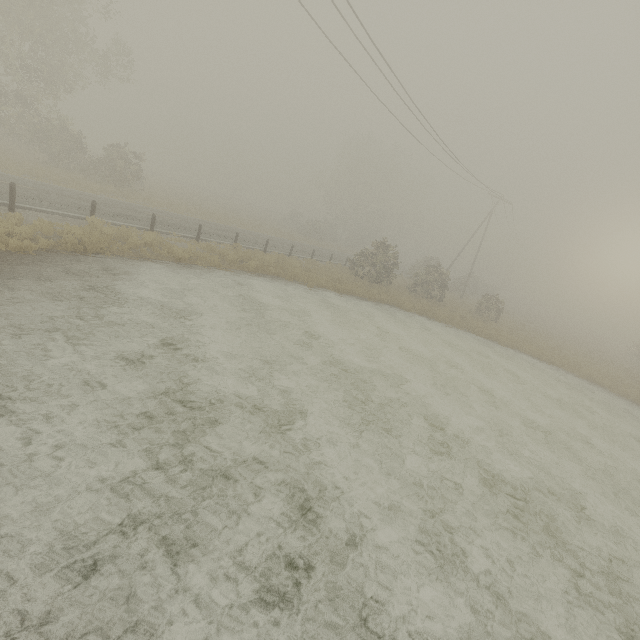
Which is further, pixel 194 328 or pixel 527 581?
pixel 194 328
